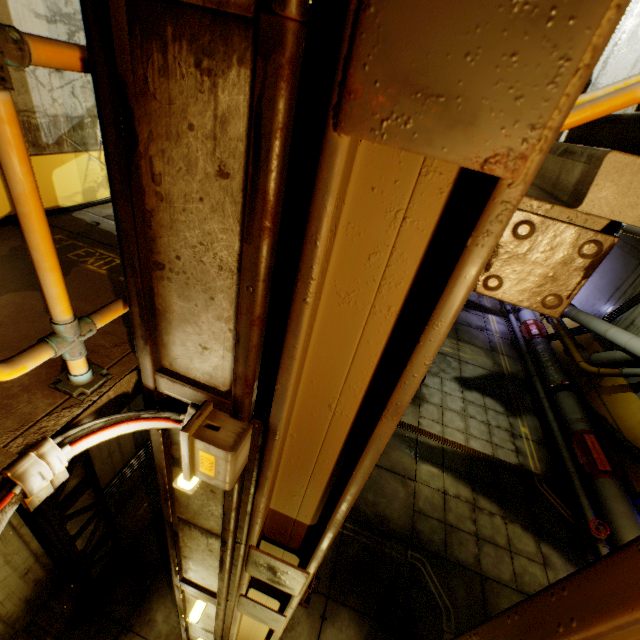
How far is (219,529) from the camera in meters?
2.4 m

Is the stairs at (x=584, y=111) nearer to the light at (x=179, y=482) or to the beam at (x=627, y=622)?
the beam at (x=627, y=622)

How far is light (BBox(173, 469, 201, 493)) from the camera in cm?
181

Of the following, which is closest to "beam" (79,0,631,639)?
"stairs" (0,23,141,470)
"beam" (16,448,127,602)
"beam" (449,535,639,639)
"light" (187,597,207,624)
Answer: "stairs" (0,23,141,470)

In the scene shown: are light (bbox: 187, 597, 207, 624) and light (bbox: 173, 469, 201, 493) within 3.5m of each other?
yes

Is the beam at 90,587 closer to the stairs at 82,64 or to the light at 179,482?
the stairs at 82,64

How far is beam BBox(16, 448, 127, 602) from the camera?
3.6 meters

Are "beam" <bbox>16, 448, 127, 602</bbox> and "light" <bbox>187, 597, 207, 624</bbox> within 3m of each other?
yes
